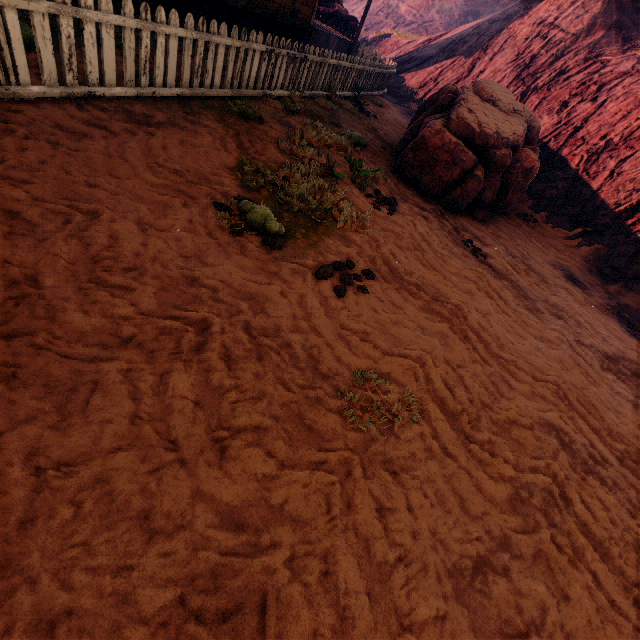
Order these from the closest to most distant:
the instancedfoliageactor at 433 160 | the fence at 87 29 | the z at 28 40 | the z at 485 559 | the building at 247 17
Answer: the z at 485 559, the fence at 87 29, the z at 28 40, the instancedfoliageactor at 433 160, the building at 247 17

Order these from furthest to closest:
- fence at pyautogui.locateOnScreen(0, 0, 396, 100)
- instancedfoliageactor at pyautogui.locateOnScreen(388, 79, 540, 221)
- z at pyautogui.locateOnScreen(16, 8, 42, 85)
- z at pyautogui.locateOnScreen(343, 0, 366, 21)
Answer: z at pyautogui.locateOnScreen(343, 0, 366, 21) → instancedfoliageactor at pyautogui.locateOnScreen(388, 79, 540, 221) → z at pyautogui.locateOnScreen(16, 8, 42, 85) → fence at pyautogui.locateOnScreen(0, 0, 396, 100)

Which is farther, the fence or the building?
the building

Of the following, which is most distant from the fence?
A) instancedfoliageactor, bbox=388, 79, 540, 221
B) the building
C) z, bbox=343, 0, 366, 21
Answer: instancedfoliageactor, bbox=388, 79, 540, 221

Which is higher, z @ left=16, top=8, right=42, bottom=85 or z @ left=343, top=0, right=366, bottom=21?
z @ left=343, top=0, right=366, bottom=21

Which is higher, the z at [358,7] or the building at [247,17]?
the z at [358,7]

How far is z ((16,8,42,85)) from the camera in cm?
379

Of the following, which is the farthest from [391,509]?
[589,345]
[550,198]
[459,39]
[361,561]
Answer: [459,39]
